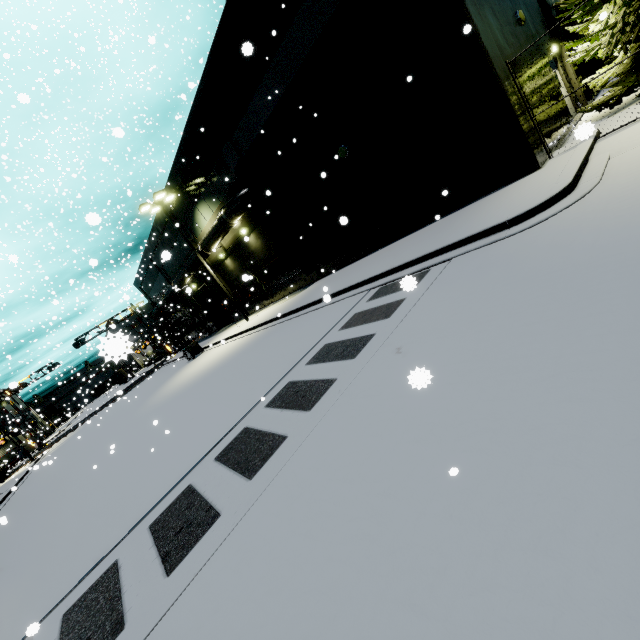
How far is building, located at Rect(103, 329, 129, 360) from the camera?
1.90m

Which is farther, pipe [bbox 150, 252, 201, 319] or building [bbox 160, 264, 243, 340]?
building [bbox 160, 264, 243, 340]

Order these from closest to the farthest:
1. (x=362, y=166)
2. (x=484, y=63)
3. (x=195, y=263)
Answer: (x=484, y=63) → (x=362, y=166) → (x=195, y=263)

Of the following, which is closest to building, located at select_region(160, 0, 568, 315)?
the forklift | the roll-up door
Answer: the roll-up door

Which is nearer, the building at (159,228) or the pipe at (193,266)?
the pipe at (193,266)

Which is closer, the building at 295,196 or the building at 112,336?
the building at 112,336

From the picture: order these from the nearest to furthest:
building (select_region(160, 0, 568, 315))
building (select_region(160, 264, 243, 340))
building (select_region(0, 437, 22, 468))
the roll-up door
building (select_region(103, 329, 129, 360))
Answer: building (select_region(103, 329, 129, 360)) < building (select_region(160, 0, 568, 315)) < building (select_region(160, 264, 243, 340)) < the roll-up door < building (select_region(0, 437, 22, 468))
